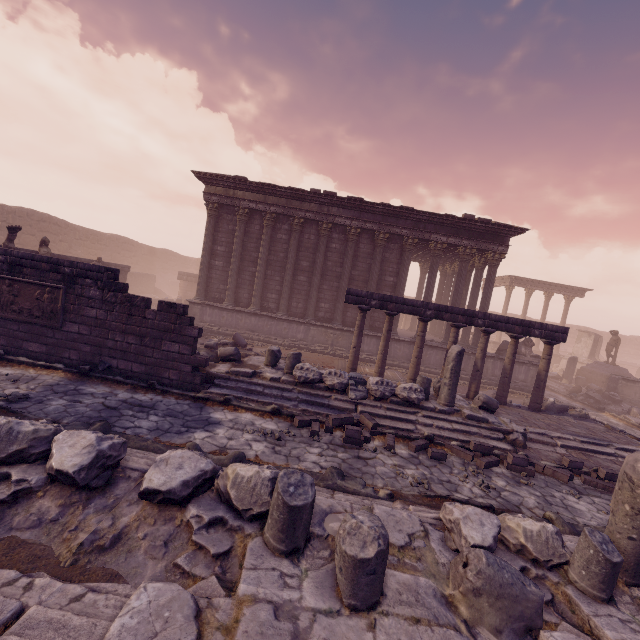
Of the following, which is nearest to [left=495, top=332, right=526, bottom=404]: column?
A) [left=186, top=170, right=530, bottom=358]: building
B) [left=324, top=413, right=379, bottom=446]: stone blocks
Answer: [left=186, top=170, right=530, bottom=358]: building

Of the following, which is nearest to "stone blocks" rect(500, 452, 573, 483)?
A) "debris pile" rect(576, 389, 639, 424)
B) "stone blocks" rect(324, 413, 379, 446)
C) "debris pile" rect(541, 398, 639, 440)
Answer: "stone blocks" rect(324, 413, 379, 446)

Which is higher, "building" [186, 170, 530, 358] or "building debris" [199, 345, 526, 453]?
"building" [186, 170, 530, 358]

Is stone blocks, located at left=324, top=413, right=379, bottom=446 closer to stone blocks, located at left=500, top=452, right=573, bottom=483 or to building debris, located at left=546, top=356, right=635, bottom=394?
stone blocks, located at left=500, top=452, right=573, bottom=483

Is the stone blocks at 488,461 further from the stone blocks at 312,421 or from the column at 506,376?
the column at 506,376

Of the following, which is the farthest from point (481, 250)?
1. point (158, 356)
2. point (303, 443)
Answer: point (158, 356)

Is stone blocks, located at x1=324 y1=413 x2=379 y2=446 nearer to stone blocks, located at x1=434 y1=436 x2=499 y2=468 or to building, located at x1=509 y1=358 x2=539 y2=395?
stone blocks, located at x1=434 y1=436 x2=499 y2=468

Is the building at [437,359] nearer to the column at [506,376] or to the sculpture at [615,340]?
the column at [506,376]
